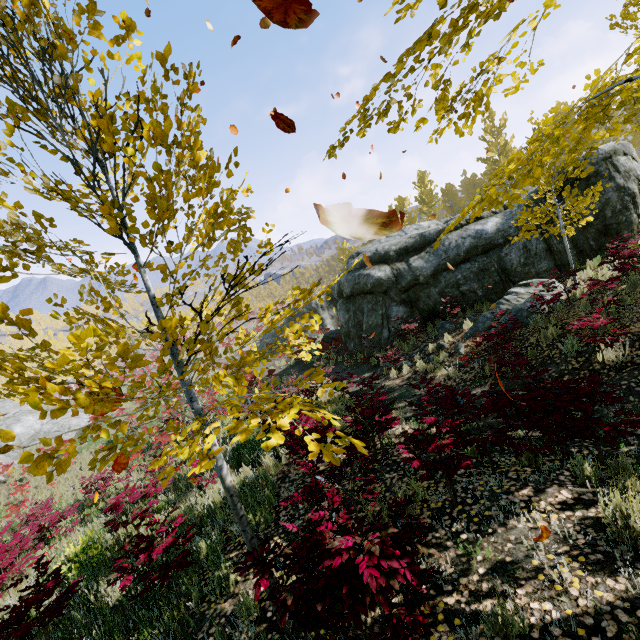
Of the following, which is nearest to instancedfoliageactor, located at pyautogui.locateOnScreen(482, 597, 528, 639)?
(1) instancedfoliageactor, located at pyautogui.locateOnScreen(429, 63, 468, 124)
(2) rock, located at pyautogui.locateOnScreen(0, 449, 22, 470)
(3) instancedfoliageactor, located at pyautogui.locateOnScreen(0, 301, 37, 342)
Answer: (1) instancedfoliageactor, located at pyautogui.locateOnScreen(429, 63, 468, 124)

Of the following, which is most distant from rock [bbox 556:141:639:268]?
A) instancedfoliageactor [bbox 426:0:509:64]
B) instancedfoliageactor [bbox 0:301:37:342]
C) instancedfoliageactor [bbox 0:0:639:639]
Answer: instancedfoliageactor [bbox 0:301:37:342]

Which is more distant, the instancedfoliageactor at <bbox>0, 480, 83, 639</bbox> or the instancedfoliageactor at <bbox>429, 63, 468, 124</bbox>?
the instancedfoliageactor at <bbox>0, 480, 83, 639</bbox>

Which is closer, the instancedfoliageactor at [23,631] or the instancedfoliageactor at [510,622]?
the instancedfoliageactor at [510,622]

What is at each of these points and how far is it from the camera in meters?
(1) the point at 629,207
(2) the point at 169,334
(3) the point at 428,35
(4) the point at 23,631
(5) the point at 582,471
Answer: (1) rock, 10.9
(2) instancedfoliageactor, 1.8
(3) instancedfoliageactor, 2.0
(4) instancedfoliageactor, 3.8
(5) instancedfoliageactor, 3.8

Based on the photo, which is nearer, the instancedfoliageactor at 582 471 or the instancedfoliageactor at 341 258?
the instancedfoliageactor at 582 471

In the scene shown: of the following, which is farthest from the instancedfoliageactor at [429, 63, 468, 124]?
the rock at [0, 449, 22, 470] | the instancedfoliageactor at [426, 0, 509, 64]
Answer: the rock at [0, 449, 22, 470]

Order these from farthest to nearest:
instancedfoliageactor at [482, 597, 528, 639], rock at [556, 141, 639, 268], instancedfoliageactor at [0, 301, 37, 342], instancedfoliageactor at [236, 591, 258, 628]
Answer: rock at [556, 141, 639, 268] < instancedfoliageactor at [236, 591, 258, 628] < instancedfoliageactor at [482, 597, 528, 639] < instancedfoliageactor at [0, 301, 37, 342]
